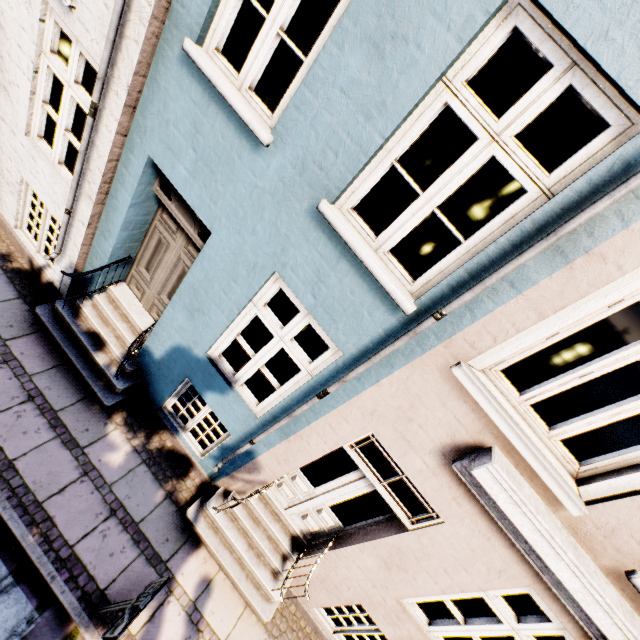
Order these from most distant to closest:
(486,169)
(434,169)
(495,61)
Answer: (434,169), (486,169), (495,61)
